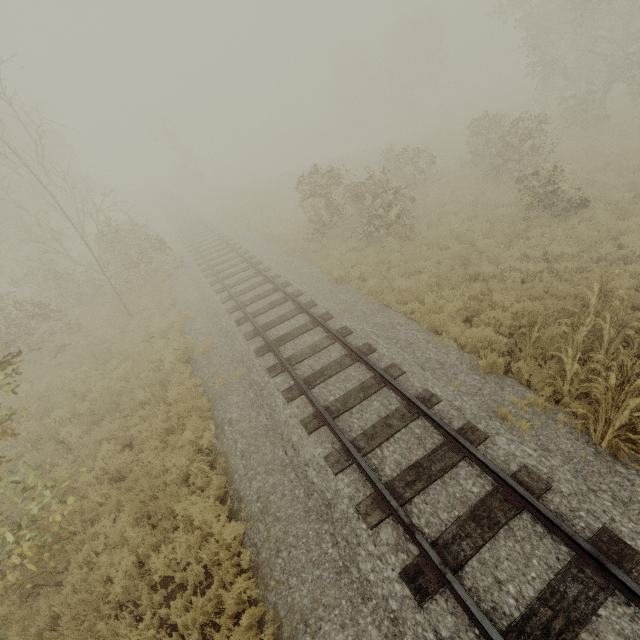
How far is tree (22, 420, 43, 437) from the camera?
8.82m

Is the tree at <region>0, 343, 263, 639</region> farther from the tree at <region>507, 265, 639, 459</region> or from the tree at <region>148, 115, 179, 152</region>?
the tree at <region>148, 115, 179, 152</region>

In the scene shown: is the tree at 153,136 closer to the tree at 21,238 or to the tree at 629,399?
the tree at 21,238

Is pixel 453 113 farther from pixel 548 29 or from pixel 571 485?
pixel 571 485

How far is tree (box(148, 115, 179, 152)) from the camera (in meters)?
35.12

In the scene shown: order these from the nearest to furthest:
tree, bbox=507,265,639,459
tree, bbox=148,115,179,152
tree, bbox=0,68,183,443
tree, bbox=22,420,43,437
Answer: tree, bbox=507,265,639,459, tree, bbox=22,420,43,437, tree, bbox=0,68,183,443, tree, bbox=148,115,179,152

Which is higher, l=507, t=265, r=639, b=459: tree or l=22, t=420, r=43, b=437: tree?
l=507, t=265, r=639, b=459: tree
